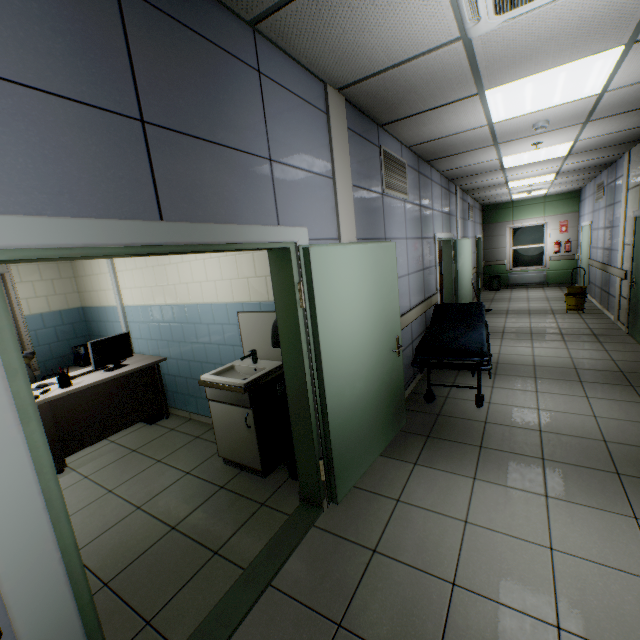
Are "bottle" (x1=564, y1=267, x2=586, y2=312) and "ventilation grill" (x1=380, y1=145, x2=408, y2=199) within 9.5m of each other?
yes

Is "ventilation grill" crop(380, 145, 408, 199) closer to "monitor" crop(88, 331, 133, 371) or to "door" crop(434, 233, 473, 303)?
"door" crop(434, 233, 473, 303)

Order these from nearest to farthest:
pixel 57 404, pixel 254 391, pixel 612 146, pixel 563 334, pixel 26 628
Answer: pixel 26 628 < pixel 254 391 < pixel 57 404 < pixel 612 146 < pixel 563 334

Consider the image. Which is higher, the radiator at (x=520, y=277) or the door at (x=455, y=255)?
the door at (x=455, y=255)

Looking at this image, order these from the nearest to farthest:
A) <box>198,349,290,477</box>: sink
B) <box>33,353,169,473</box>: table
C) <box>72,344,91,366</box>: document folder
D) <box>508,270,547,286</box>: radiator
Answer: <box>198,349,290,477</box>: sink, <box>33,353,169,473</box>: table, <box>72,344,91,366</box>: document folder, <box>508,270,547,286</box>: radiator

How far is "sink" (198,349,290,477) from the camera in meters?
2.9 m

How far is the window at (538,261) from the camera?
12.0 meters

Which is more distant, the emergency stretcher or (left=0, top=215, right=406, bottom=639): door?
the emergency stretcher
